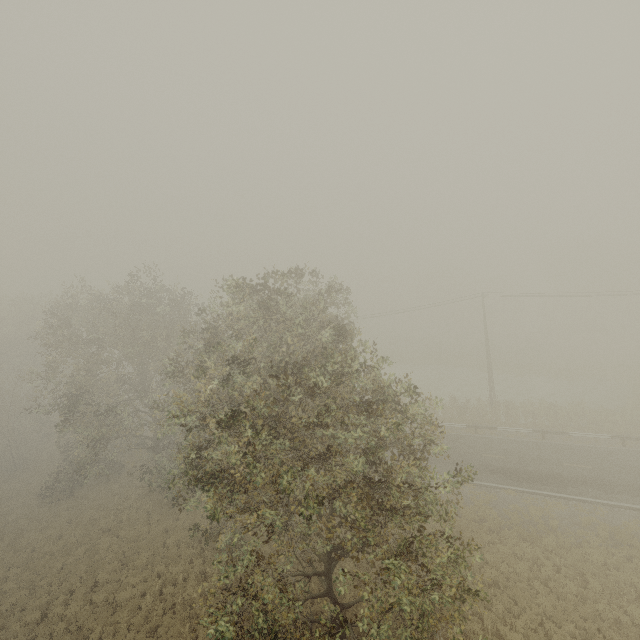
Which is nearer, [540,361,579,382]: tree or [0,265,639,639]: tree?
[0,265,639,639]: tree

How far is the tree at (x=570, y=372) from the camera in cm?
3969

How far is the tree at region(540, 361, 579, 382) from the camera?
39.7 meters

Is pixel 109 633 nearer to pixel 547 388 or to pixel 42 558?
pixel 42 558

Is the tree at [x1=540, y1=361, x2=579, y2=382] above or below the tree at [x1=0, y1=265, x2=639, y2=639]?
below

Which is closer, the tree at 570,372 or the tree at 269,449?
the tree at 269,449
